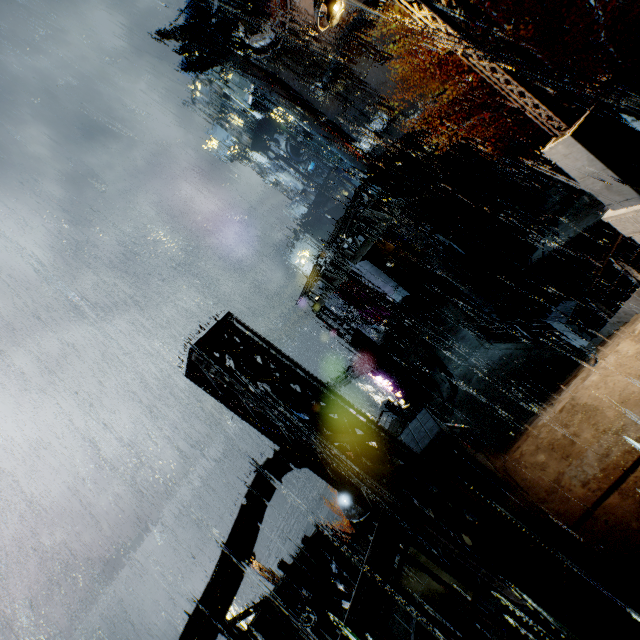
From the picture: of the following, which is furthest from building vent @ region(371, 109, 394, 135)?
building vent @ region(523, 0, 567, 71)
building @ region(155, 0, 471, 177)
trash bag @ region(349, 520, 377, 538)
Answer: trash bag @ region(349, 520, 377, 538)

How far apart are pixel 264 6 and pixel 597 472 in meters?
54.2

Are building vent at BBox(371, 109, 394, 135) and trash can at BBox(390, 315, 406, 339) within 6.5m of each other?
no

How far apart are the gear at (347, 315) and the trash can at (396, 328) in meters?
14.2

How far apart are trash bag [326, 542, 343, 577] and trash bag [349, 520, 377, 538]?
0.7m

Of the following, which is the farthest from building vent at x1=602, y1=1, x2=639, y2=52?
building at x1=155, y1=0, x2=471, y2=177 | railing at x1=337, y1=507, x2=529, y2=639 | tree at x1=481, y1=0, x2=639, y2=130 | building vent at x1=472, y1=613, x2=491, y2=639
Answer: railing at x1=337, y1=507, x2=529, y2=639

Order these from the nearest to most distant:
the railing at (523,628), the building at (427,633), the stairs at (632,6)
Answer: the railing at (523,628), the building at (427,633), the stairs at (632,6)

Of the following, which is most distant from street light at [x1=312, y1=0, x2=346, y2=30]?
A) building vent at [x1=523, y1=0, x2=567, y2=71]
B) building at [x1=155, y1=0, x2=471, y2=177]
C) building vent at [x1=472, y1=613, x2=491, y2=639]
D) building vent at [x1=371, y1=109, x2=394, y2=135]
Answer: building vent at [x1=371, y1=109, x2=394, y2=135]
